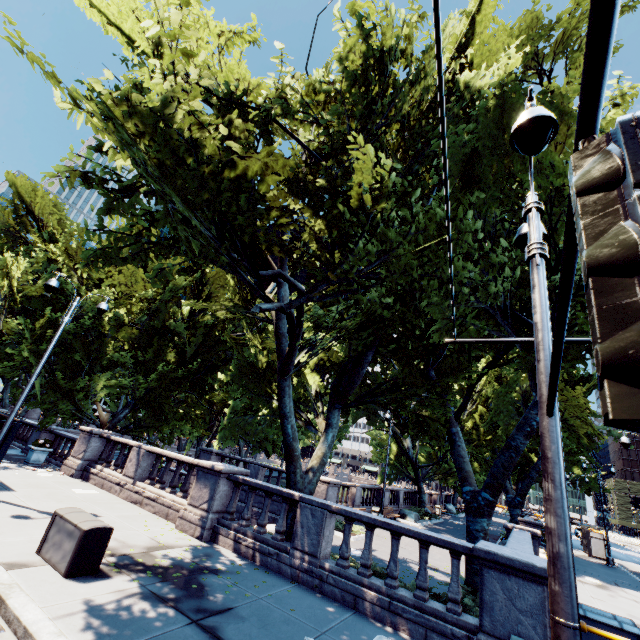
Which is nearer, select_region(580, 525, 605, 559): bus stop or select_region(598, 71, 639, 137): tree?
select_region(598, 71, 639, 137): tree

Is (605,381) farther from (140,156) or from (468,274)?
(468,274)

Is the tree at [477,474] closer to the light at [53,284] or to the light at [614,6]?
the light at [614,6]

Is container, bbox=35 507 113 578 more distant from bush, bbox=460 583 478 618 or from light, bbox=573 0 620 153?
light, bbox=573 0 620 153

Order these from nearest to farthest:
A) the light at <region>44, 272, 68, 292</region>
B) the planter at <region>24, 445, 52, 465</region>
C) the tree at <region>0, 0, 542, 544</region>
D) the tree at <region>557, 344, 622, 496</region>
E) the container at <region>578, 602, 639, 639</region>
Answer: the tree at <region>0, 0, 542, 544</region>
the container at <region>578, 602, 639, 639</region>
the tree at <region>557, 344, 622, 496</region>
the light at <region>44, 272, 68, 292</region>
the planter at <region>24, 445, 52, 465</region>

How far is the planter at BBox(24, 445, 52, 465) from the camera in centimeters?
1577cm

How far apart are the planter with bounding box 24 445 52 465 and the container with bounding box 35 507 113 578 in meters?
11.5 m

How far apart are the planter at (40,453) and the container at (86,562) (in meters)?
11.45
